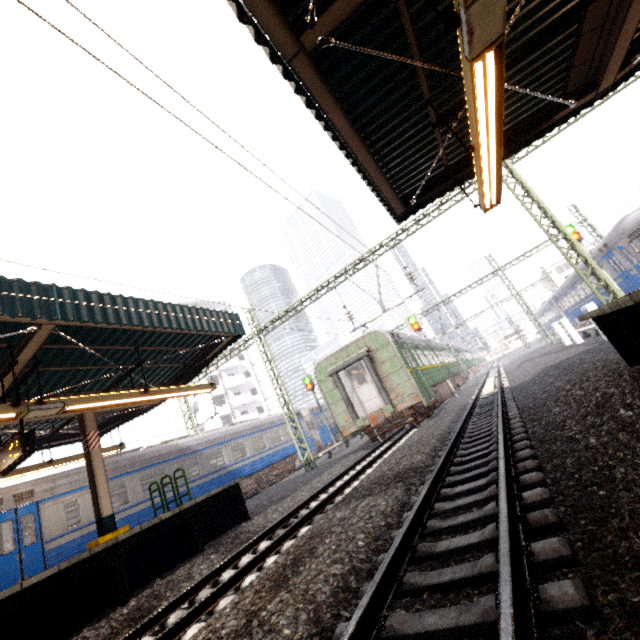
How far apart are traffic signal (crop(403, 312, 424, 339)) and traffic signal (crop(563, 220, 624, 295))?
9.0m

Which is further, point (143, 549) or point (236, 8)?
point (143, 549)

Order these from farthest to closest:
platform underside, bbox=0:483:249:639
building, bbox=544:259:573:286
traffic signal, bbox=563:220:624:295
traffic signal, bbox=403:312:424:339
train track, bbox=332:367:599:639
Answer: building, bbox=544:259:573:286 < traffic signal, bbox=403:312:424:339 < traffic signal, bbox=563:220:624:295 < platform underside, bbox=0:483:249:639 < train track, bbox=332:367:599:639

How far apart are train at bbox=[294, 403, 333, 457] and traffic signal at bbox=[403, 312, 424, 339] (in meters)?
10.55

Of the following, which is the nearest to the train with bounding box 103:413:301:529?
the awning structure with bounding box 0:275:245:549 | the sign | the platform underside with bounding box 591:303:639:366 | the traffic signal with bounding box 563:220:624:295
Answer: the awning structure with bounding box 0:275:245:549

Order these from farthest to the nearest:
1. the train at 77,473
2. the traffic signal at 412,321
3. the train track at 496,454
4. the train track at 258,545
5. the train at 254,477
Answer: the traffic signal at 412,321 < the train at 254,477 < the train at 77,473 < the train track at 258,545 < the train track at 496,454

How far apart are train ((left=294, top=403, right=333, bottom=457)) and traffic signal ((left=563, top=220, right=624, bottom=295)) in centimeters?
2035cm

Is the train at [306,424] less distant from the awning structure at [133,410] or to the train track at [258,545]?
the train track at [258,545]
